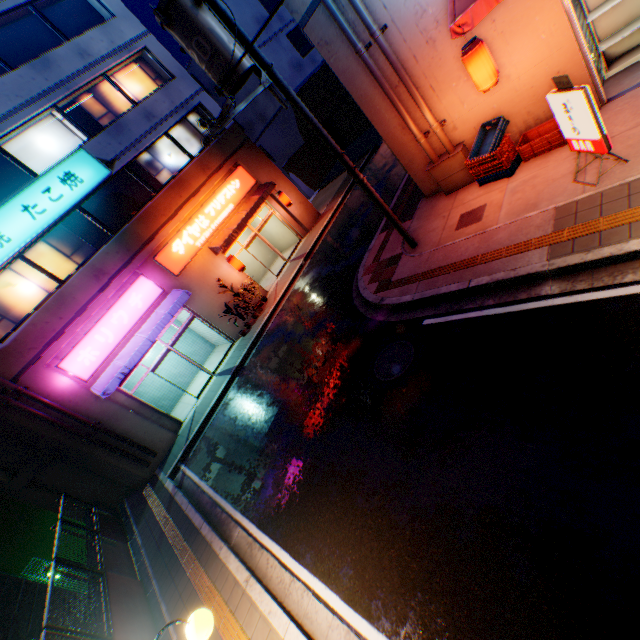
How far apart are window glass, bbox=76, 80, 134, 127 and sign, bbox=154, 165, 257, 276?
4.50m

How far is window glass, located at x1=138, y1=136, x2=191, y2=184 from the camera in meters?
14.9 m

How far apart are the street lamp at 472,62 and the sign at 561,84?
1.7 meters

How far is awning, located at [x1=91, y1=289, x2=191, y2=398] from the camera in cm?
1194

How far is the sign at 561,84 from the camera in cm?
499

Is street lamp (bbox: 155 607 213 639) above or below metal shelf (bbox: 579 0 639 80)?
above

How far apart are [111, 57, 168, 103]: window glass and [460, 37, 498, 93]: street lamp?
14.4 meters

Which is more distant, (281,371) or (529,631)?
(281,371)
